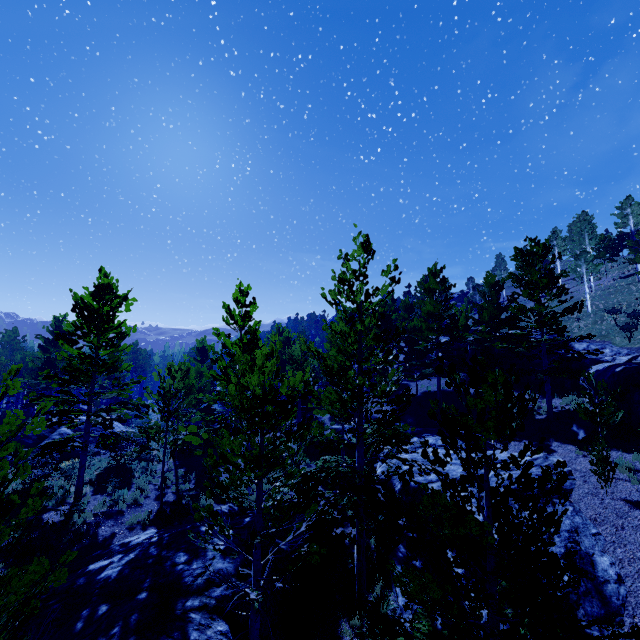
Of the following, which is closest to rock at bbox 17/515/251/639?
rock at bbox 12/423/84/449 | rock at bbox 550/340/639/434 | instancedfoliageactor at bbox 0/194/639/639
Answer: instancedfoliageactor at bbox 0/194/639/639

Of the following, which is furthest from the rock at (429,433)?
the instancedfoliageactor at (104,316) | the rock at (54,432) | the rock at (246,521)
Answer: the rock at (54,432)

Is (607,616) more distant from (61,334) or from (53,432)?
(61,334)

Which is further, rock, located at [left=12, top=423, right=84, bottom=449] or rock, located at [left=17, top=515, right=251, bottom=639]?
rock, located at [left=12, top=423, right=84, bottom=449]

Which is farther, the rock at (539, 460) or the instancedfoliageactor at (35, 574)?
the rock at (539, 460)

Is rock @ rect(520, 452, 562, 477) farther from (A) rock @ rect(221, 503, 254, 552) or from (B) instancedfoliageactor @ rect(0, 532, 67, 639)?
(A) rock @ rect(221, 503, 254, 552)

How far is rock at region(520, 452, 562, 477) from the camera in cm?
1453
